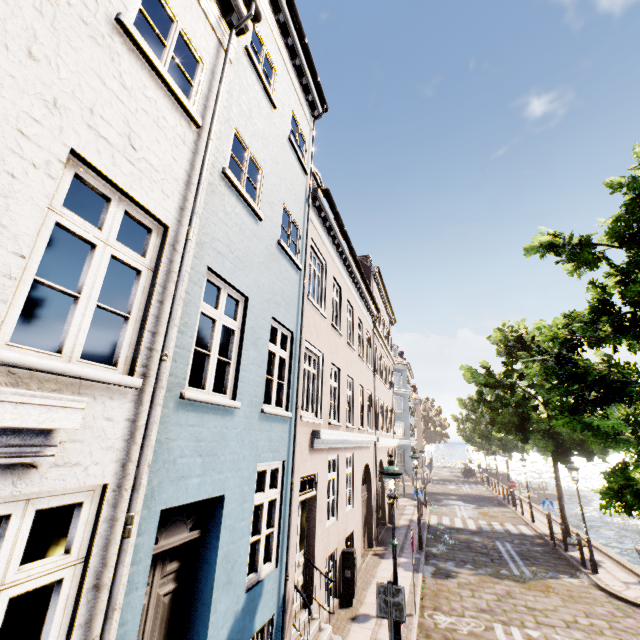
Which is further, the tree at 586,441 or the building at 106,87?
the tree at 586,441

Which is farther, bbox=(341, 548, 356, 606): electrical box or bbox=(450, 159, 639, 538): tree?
bbox=(341, 548, 356, 606): electrical box

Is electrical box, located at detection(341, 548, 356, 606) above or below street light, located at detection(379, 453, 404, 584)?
below

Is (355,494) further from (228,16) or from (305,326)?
(228,16)

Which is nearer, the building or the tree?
the building

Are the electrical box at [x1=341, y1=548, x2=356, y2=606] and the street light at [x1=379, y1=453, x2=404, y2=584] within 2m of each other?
no

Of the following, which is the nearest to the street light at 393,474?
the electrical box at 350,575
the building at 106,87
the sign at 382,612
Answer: the sign at 382,612

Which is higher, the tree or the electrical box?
the tree
